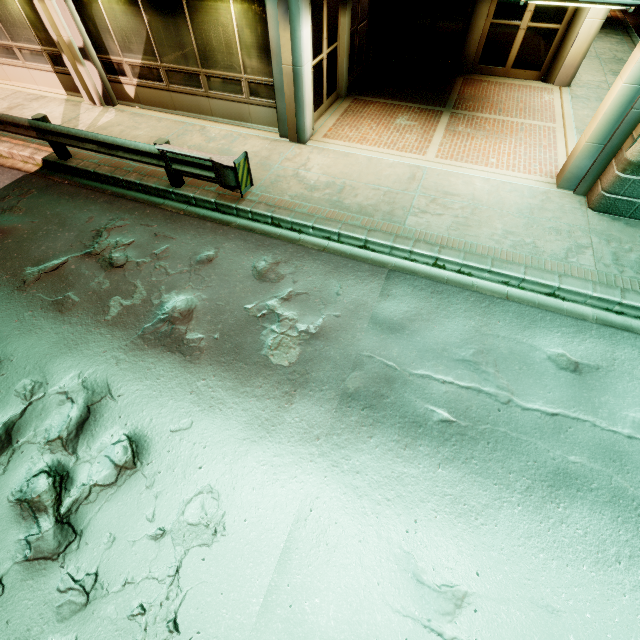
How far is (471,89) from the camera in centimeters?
1074cm
